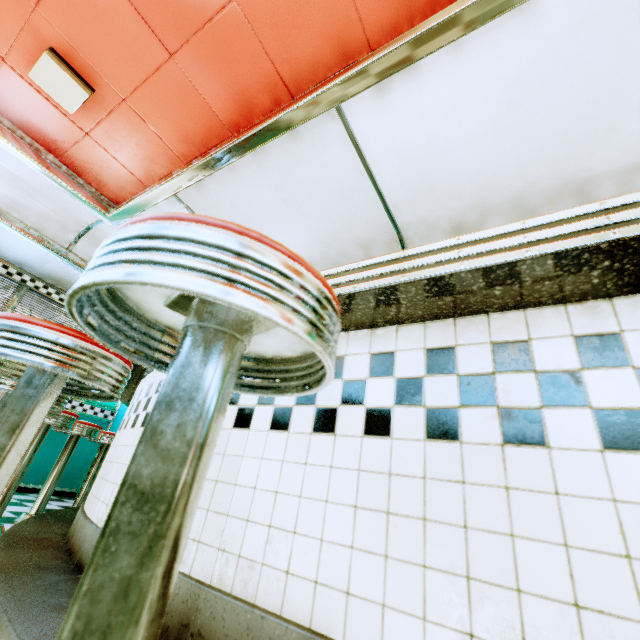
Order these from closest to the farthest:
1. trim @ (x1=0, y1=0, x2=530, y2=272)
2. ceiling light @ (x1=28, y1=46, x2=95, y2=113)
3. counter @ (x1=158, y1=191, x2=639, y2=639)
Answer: counter @ (x1=158, y1=191, x2=639, y2=639) → trim @ (x1=0, y1=0, x2=530, y2=272) → ceiling light @ (x1=28, y1=46, x2=95, y2=113)

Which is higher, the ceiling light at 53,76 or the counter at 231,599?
the ceiling light at 53,76

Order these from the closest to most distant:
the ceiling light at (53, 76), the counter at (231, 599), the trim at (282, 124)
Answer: the counter at (231, 599)
the trim at (282, 124)
the ceiling light at (53, 76)

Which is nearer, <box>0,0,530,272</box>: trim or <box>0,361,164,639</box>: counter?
<box>0,361,164,639</box>: counter

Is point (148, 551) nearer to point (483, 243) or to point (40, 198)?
point (483, 243)

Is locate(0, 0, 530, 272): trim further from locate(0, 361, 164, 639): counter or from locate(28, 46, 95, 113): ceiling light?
locate(0, 361, 164, 639): counter

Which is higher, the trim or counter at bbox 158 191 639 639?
the trim
